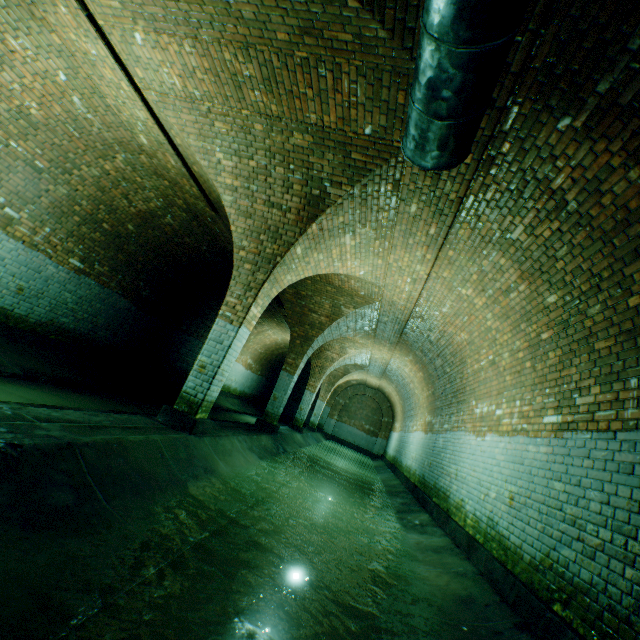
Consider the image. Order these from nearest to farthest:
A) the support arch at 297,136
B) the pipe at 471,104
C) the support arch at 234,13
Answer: the pipe at 471,104 → the support arch at 234,13 → the support arch at 297,136

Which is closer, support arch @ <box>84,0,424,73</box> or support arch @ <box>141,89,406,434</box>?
support arch @ <box>84,0,424,73</box>

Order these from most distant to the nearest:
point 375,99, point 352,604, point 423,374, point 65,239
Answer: point 423,374 → point 65,239 → point 375,99 → point 352,604

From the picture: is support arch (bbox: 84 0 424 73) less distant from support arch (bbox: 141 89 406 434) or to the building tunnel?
the building tunnel

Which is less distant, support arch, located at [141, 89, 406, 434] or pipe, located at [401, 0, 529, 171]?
pipe, located at [401, 0, 529, 171]

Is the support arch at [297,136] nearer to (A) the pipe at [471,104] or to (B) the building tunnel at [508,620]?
(B) the building tunnel at [508,620]

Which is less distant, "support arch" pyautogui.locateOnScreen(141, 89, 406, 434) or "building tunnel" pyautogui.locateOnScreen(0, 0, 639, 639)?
"building tunnel" pyautogui.locateOnScreen(0, 0, 639, 639)

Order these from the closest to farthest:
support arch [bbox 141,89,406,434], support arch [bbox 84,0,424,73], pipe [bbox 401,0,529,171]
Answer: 1. pipe [bbox 401,0,529,171]
2. support arch [bbox 84,0,424,73]
3. support arch [bbox 141,89,406,434]
